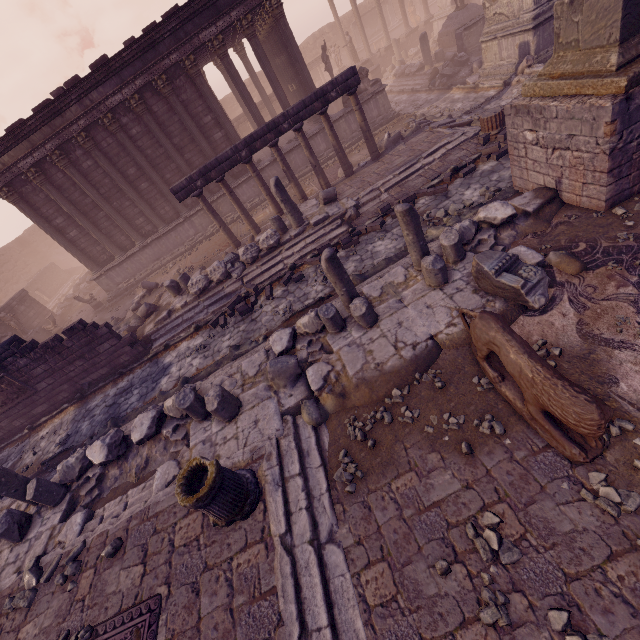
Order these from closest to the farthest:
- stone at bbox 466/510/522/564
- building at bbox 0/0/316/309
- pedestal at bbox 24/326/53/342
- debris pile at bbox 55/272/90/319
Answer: stone at bbox 466/510/522/564 < building at bbox 0/0/316/309 < pedestal at bbox 24/326/53/342 < debris pile at bbox 55/272/90/319

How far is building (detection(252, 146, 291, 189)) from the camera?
16.02m

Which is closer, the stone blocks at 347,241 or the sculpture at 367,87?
the stone blocks at 347,241

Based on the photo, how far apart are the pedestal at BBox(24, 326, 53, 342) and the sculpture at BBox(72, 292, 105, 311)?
2.6 meters

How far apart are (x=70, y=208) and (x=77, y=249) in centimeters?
213cm

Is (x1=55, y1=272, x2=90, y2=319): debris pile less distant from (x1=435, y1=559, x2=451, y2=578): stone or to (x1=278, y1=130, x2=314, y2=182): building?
(x1=278, y1=130, x2=314, y2=182): building

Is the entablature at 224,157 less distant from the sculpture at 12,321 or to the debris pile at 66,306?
the sculpture at 12,321

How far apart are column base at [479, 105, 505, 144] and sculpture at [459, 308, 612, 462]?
7.65m
